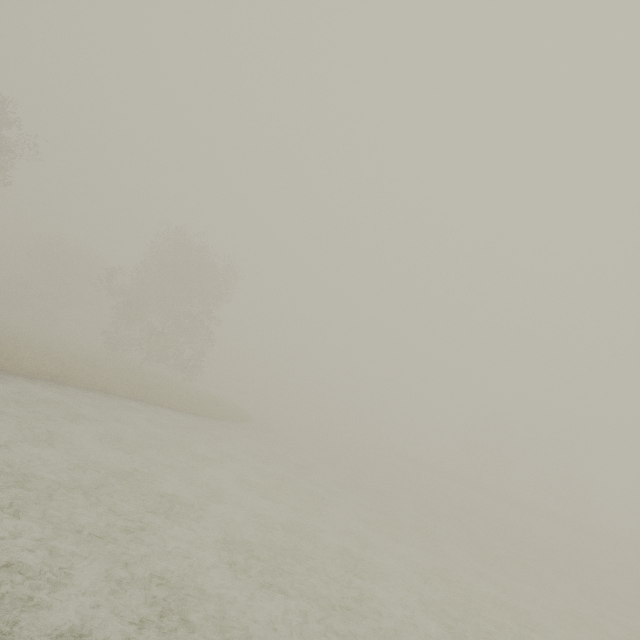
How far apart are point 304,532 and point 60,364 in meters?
18.2
